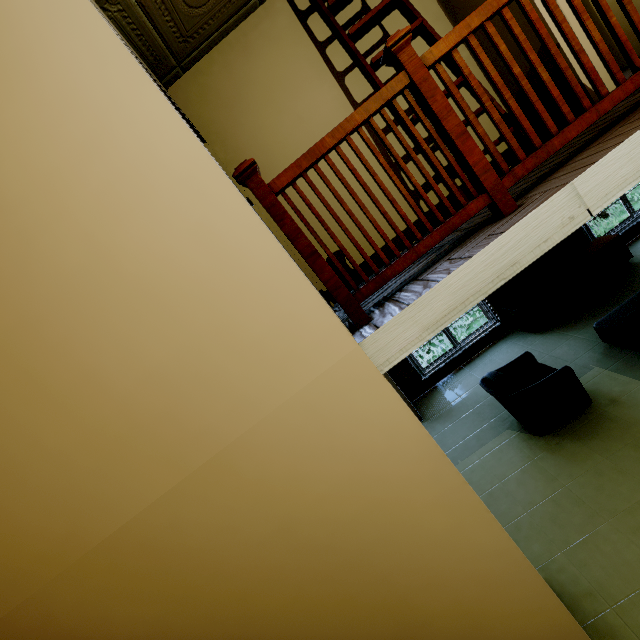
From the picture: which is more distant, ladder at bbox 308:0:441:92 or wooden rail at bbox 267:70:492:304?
ladder at bbox 308:0:441:92

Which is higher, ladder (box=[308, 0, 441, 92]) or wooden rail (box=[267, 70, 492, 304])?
ladder (box=[308, 0, 441, 92])

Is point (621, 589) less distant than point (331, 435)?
No

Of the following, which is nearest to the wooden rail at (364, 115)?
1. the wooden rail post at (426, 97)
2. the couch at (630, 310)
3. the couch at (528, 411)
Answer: the wooden rail post at (426, 97)

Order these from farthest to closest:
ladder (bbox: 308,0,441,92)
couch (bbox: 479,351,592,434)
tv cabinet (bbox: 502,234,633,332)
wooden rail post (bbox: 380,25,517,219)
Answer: tv cabinet (bbox: 502,234,633,332), couch (bbox: 479,351,592,434), ladder (bbox: 308,0,441,92), wooden rail post (bbox: 380,25,517,219)

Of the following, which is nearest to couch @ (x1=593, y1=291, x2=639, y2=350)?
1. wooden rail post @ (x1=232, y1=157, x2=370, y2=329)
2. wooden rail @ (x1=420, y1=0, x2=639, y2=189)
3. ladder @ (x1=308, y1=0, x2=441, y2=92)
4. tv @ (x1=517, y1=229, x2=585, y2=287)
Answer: tv @ (x1=517, y1=229, x2=585, y2=287)

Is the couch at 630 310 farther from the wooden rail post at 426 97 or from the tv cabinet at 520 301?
the wooden rail post at 426 97

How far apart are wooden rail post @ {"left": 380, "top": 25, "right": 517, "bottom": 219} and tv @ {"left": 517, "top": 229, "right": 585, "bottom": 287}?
4.8m
